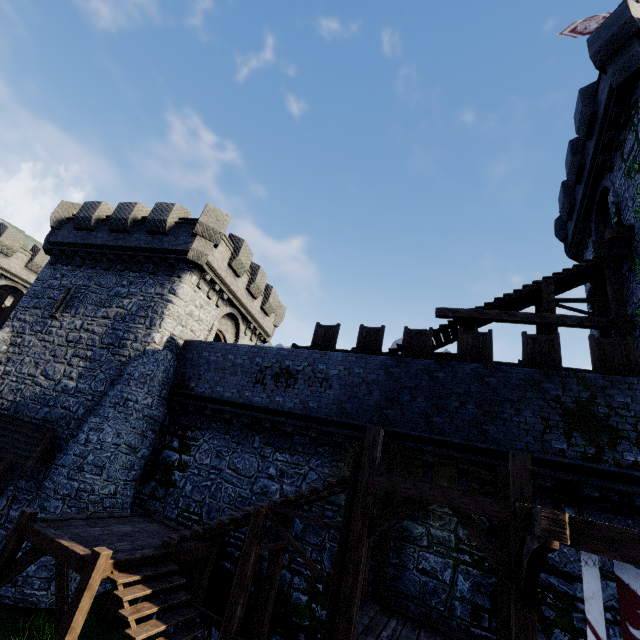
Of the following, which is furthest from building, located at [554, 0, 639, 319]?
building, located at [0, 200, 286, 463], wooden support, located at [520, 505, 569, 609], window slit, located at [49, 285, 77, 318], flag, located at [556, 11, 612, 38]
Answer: window slit, located at [49, 285, 77, 318]

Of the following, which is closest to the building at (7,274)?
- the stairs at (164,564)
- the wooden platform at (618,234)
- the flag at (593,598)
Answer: the stairs at (164,564)

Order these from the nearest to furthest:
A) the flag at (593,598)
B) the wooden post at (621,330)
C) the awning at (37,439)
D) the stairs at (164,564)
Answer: the flag at (593,598) < the stairs at (164,564) < the wooden post at (621,330) < the awning at (37,439)

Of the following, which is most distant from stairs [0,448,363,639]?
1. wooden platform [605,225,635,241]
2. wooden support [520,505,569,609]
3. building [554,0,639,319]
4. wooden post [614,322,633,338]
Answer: wooden platform [605,225,635,241]

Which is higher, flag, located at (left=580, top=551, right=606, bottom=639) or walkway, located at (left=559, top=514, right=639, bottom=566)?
walkway, located at (left=559, top=514, right=639, bottom=566)

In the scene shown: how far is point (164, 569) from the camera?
7.79m

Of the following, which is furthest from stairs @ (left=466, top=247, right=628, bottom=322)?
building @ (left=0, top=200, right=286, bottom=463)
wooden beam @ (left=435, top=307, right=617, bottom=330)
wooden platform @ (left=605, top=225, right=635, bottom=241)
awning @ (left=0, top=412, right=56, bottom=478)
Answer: awning @ (left=0, top=412, right=56, bottom=478)

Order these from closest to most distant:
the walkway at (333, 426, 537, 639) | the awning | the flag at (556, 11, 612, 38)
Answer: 1. the walkway at (333, 426, 537, 639)
2. the awning
3. the flag at (556, 11, 612, 38)
